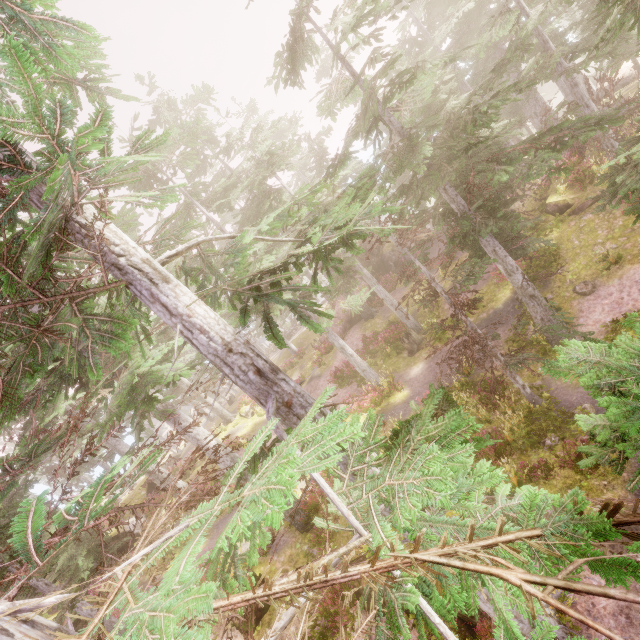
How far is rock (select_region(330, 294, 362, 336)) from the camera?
27.8 meters

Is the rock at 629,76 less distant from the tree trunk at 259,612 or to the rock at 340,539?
the rock at 340,539

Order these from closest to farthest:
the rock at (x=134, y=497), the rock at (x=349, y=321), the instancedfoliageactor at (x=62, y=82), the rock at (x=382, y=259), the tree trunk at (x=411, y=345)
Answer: the instancedfoliageactor at (x=62, y=82) < the tree trunk at (x=411, y=345) < the rock at (x=134, y=497) < the rock at (x=349, y=321) < the rock at (x=382, y=259)

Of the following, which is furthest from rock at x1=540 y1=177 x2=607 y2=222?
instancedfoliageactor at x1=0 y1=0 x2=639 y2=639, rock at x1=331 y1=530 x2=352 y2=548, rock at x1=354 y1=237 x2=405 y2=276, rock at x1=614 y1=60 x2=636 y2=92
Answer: rock at x1=614 y1=60 x2=636 y2=92

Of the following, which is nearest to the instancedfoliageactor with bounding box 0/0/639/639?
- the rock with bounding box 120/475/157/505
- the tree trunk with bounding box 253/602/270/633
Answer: the rock with bounding box 120/475/157/505

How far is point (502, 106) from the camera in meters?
34.2

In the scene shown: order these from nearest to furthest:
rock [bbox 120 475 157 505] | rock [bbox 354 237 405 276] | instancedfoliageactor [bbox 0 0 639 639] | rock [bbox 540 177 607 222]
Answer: instancedfoliageactor [bbox 0 0 639 639] → rock [bbox 540 177 607 222] → rock [bbox 120 475 157 505] → rock [bbox 354 237 405 276]
